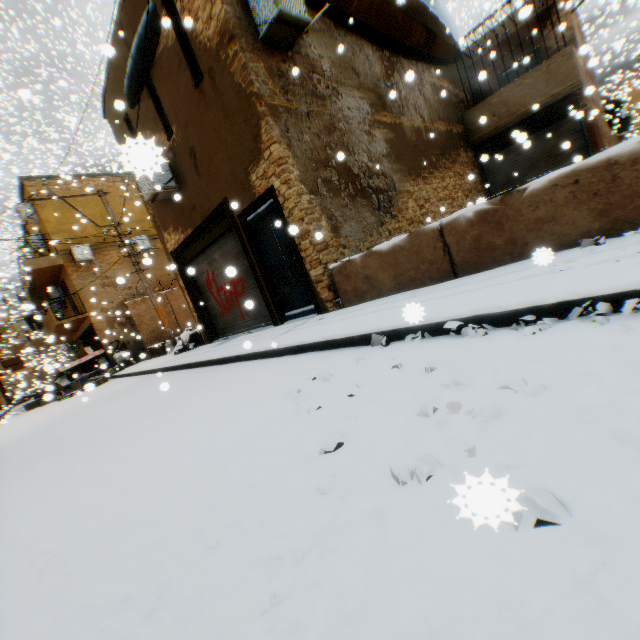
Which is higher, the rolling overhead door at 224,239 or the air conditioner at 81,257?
the air conditioner at 81,257

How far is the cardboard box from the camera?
7.2 meters

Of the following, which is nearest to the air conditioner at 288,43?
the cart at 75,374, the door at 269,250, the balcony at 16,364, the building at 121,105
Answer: the building at 121,105

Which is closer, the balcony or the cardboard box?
the cardboard box

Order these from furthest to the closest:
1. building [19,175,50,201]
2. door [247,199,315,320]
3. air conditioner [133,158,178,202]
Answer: building [19,175,50,201]
door [247,199,315,320]
air conditioner [133,158,178,202]

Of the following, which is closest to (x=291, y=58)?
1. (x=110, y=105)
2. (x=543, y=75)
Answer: (x=110, y=105)

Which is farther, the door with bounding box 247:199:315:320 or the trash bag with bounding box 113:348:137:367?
the trash bag with bounding box 113:348:137:367

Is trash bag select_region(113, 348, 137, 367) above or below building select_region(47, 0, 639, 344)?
below
